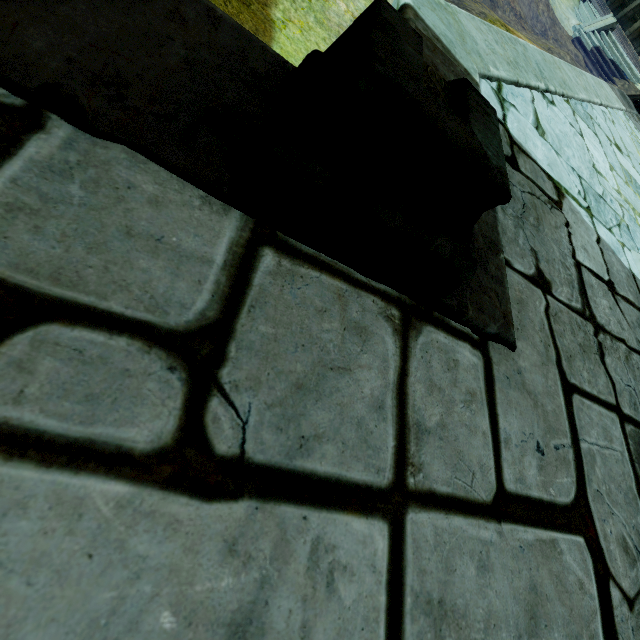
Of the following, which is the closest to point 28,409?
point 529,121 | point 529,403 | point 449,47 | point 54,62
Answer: point 54,62

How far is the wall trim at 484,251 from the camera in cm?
119

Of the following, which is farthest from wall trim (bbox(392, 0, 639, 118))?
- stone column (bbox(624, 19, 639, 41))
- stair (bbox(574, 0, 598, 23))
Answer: stone column (bbox(624, 19, 639, 41))

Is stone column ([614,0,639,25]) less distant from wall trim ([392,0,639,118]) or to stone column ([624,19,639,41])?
stone column ([624,19,639,41])

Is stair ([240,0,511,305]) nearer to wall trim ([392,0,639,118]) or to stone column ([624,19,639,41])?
wall trim ([392,0,639,118])

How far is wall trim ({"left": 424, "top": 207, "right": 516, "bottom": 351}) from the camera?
1.2m

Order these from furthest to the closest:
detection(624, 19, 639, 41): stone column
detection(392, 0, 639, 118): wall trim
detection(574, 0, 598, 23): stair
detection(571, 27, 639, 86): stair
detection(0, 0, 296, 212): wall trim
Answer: detection(624, 19, 639, 41): stone column < detection(574, 0, 598, 23): stair < detection(571, 27, 639, 86): stair < detection(392, 0, 639, 118): wall trim < detection(0, 0, 296, 212): wall trim

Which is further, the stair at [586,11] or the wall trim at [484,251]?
the stair at [586,11]
